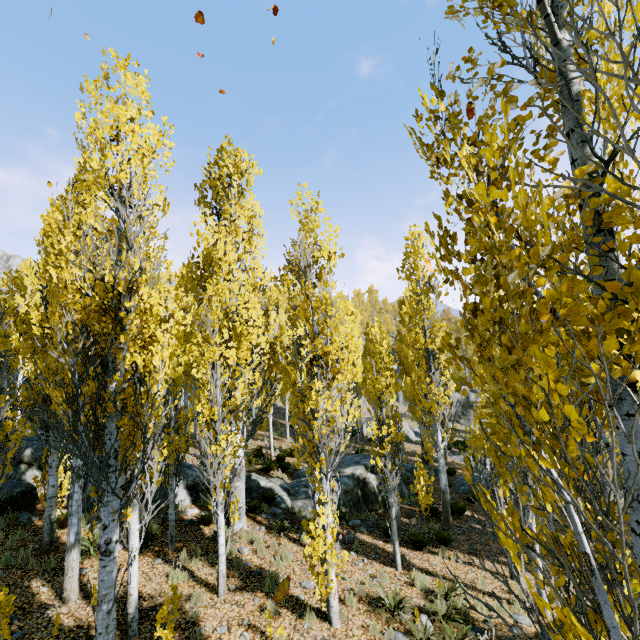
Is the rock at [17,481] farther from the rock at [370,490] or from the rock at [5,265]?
the rock at [5,265]

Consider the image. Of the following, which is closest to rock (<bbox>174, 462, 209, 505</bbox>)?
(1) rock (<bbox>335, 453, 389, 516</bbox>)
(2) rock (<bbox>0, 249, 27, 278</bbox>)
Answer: (1) rock (<bbox>335, 453, 389, 516</bbox>)

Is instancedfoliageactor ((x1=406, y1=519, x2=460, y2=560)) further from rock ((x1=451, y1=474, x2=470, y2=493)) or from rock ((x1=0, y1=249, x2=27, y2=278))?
rock ((x1=451, y1=474, x2=470, y2=493))

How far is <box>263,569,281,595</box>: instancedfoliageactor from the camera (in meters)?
8.28

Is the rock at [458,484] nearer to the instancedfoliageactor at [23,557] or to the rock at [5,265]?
the instancedfoliageactor at [23,557]

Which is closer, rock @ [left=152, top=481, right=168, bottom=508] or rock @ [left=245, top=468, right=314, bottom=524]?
rock @ [left=152, top=481, right=168, bottom=508]

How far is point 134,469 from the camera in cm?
631

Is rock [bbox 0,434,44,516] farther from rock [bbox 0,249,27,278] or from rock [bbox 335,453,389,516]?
rock [bbox 0,249,27,278]
